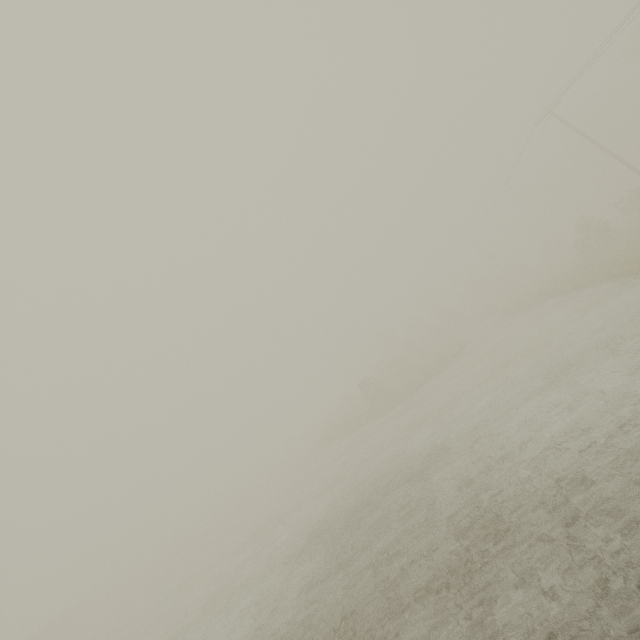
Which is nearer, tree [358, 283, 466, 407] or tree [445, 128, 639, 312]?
tree [445, 128, 639, 312]

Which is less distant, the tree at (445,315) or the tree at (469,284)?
the tree at (469,284)

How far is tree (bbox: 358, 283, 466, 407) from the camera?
29.1 meters

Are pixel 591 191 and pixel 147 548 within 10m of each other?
no

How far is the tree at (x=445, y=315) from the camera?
29.07m
